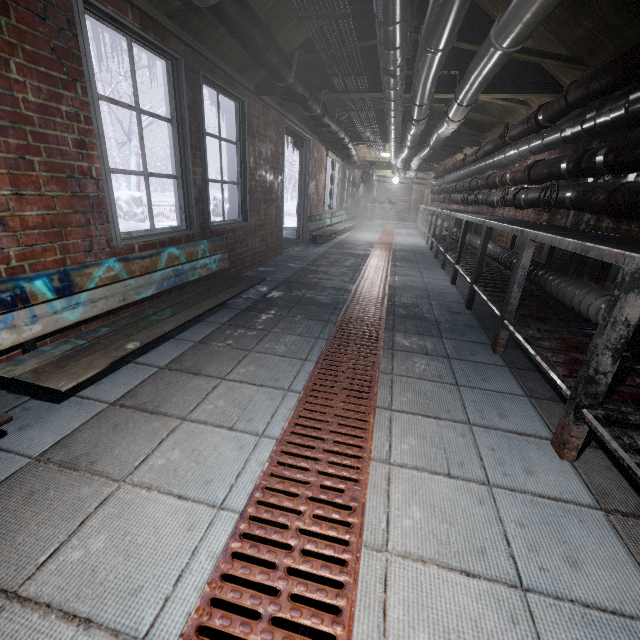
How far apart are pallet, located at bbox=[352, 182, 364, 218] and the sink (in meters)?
2.11

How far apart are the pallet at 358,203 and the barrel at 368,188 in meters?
0.8 m

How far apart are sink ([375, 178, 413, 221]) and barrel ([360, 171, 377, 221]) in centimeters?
9cm

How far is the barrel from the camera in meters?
13.3

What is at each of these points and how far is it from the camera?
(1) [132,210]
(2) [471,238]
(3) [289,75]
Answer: (1) fence, 7.8 meters
(2) pipe, 5.1 meters
(3) pipe, 2.5 meters

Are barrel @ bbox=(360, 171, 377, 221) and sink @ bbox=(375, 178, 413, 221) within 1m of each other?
yes

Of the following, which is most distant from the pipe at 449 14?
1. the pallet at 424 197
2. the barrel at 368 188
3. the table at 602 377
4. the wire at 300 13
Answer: the pallet at 424 197

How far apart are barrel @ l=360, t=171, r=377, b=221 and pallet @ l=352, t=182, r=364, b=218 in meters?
0.8
